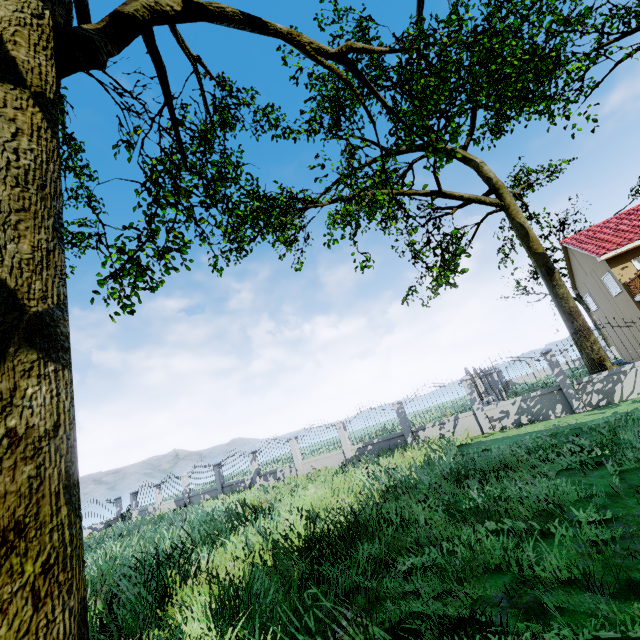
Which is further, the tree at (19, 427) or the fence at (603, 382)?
the fence at (603, 382)

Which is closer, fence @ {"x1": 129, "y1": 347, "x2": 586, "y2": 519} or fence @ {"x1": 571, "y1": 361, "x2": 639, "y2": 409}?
fence @ {"x1": 571, "y1": 361, "x2": 639, "y2": 409}

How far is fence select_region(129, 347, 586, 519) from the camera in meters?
12.0

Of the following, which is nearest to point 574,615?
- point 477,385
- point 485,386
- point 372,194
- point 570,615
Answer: point 570,615

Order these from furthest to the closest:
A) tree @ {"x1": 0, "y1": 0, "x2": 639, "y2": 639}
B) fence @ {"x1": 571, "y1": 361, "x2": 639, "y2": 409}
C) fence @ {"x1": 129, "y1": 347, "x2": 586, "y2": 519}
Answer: fence @ {"x1": 129, "y1": 347, "x2": 586, "y2": 519} → fence @ {"x1": 571, "y1": 361, "x2": 639, "y2": 409} → tree @ {"x1": 0, "y1": 0, "x2": 639, "y2": 639}

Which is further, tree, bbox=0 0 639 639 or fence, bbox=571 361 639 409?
fence, bbox=571 361 639 409
